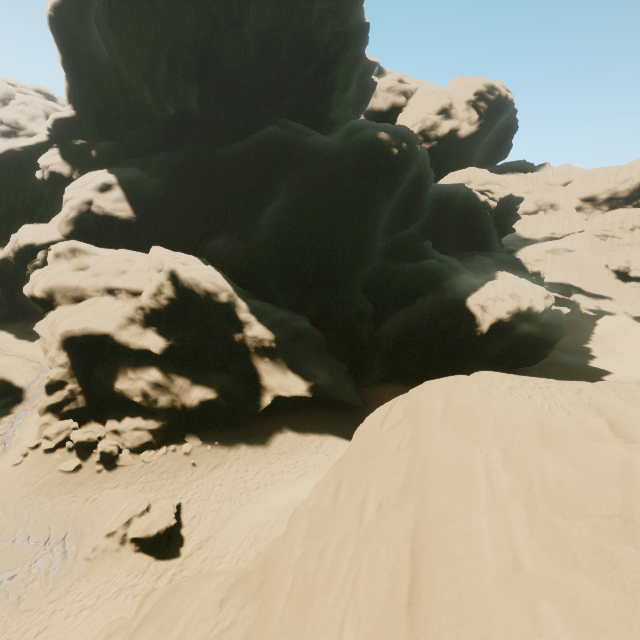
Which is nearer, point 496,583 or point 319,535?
point 496,583

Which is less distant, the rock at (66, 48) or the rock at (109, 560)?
the rock at (66, 48)

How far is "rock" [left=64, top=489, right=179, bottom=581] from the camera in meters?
13.8

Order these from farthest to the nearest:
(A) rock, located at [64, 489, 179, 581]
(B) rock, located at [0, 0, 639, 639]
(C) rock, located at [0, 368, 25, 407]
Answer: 1. (C) rock, located at [0, 368, 25, 407]
2. (A) rock, located at [64, 489, 179, 581]
3. (B) rock, located at [0, 0, 639, 639]

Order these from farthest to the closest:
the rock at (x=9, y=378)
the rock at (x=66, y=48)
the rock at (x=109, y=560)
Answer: the rock at (x=9, y=378), the rock at (x=109, y=560), the rock at (x=66, y=48)

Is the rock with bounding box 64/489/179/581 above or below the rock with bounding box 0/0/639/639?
below

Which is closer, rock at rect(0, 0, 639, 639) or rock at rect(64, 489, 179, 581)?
rock at rect(0, 0, 639, 639)
